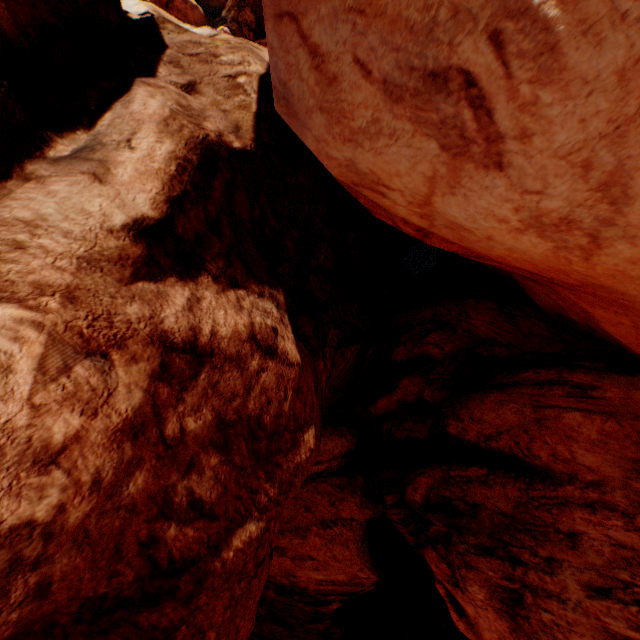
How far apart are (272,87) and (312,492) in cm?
1216
